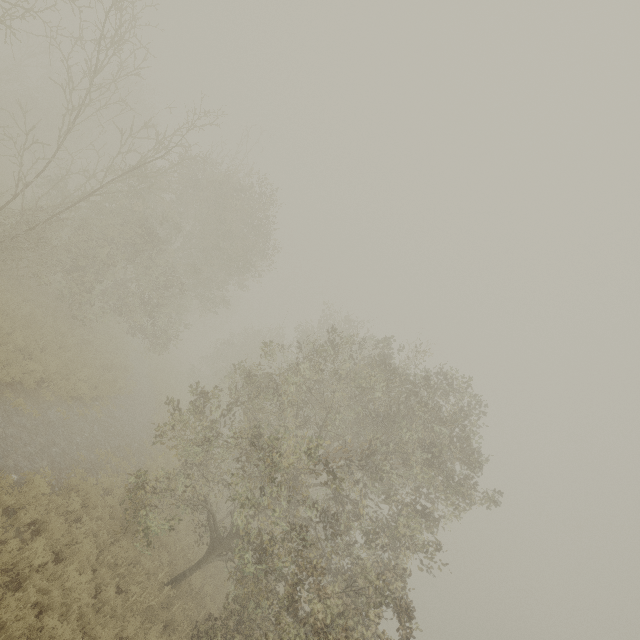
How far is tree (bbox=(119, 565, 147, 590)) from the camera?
9.6m

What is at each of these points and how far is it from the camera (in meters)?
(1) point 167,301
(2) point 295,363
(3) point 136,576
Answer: (1) tree, 23.98
(2) tree, 10.55
(3) tree, 9.71

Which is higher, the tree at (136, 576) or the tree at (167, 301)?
the tree at (167, 301)

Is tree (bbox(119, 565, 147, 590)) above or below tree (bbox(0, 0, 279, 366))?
below

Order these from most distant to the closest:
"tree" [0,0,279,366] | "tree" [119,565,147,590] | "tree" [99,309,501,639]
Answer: "tree" [0,0,279,366] < "tree" [119,565,147,590] < "tree" [99,309,501,639]

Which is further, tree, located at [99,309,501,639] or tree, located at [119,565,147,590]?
tree, located at [119,565,147,590]

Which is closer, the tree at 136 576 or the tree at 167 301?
the tree at 136 576

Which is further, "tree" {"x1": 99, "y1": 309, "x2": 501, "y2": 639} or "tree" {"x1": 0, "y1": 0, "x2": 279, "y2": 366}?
"tree" {"x1": 0, "y1": 0, "x2": 279, "y2": 366}
